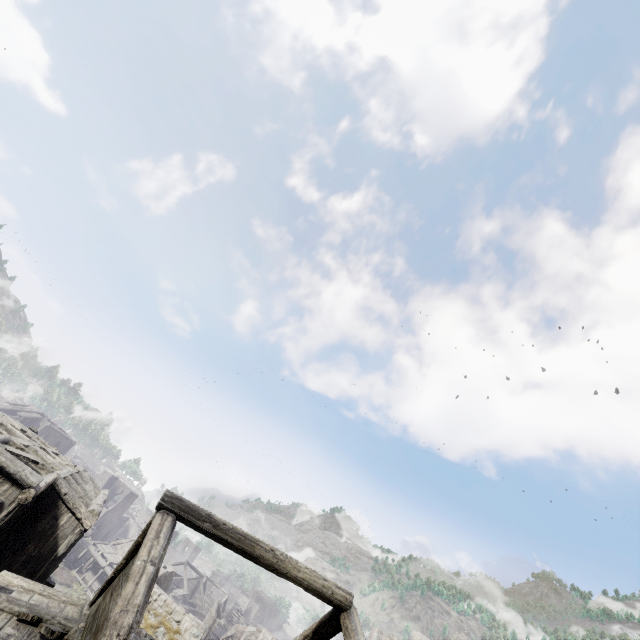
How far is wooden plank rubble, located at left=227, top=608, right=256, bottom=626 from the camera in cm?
5291

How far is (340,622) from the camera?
7.3 meters

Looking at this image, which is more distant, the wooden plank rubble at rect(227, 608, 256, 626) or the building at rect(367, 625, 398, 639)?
the wooden plank rubble at rect(227, 608, 256, 626)

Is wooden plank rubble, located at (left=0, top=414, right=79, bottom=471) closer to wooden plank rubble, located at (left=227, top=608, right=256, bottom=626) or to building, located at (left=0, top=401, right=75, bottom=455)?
building, located at (left=0, top=401, right=75, bottom=455)

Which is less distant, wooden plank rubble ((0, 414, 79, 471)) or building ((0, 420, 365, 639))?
building ((0, 420, 365, 639))

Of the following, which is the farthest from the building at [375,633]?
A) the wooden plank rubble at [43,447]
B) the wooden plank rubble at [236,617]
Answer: the wooden plank rubble at [43,447]

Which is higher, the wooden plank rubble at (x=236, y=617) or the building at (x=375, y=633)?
the building at (x=375, y=633)
